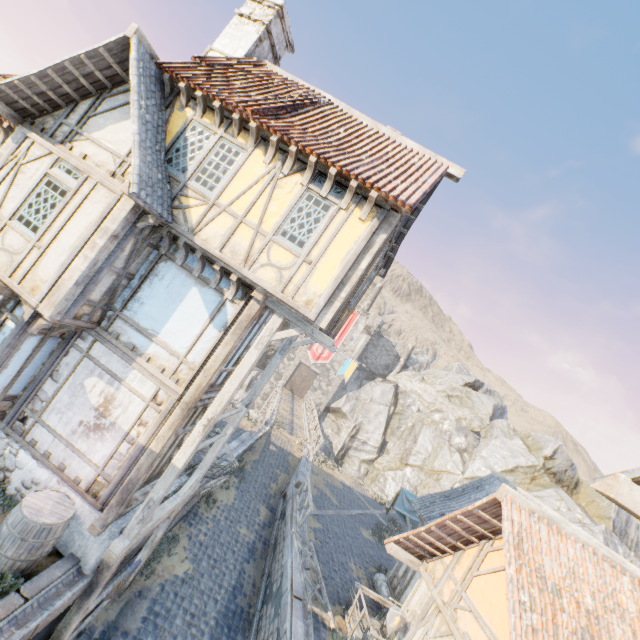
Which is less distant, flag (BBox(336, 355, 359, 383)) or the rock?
flag (BBox(336, 355, 359, 383))

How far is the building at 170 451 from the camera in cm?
839

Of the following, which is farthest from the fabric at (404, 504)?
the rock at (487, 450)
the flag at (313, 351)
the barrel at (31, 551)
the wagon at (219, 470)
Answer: the barrel at (31, 551)

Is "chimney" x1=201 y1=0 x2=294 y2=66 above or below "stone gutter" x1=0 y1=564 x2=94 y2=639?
above

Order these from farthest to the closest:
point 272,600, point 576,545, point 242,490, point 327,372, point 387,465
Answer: point 327,372 → point 387,465 → point 242,490 → point 272,600 → point 576,545

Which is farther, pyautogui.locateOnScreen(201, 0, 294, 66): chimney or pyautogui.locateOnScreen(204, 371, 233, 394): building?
pyautogui.locateOnScreen(201, 0, 294, 66): chimney

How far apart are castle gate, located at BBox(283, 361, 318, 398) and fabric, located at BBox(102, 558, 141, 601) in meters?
32.5

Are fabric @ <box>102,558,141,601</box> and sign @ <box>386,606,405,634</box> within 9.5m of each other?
yes
